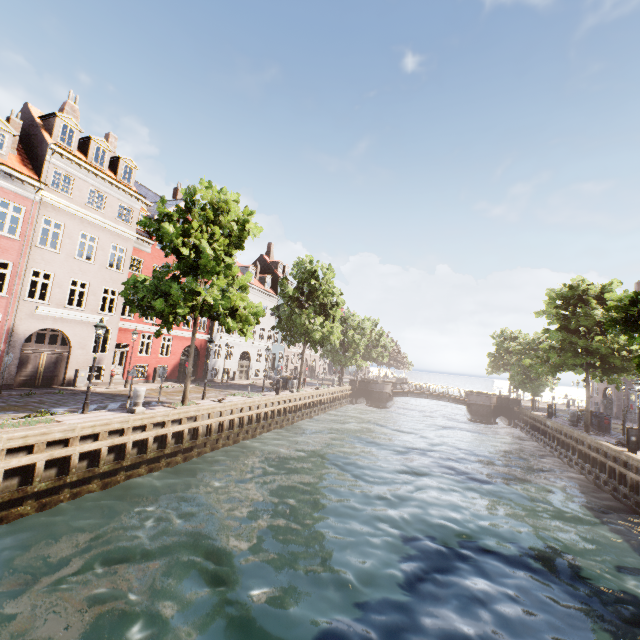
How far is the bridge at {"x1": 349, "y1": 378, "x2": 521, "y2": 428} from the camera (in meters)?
37.81

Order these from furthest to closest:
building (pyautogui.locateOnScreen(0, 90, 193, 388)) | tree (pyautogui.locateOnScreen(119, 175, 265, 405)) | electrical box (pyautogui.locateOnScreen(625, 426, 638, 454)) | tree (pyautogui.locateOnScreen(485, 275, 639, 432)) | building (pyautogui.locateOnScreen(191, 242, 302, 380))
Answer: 1. building (pyautogui.locateOnScreen(191, 242, 302, 380))
2. building (pyautogui.locateOnScreen(0, 90, 193, 388))
3. electrical box (pyautogui.locateOnScreen(625, 426, 638, 454))
4. tree (pyautogui.locateOnScreen(119, 175, 265, 405))
5. tree (pyautogui.locateOnScreen(485, 275, 639, 432))

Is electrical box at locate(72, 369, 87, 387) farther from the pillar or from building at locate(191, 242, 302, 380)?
building at locate(191, 242, 302, 380)

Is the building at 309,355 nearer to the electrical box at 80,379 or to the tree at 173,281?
the tree at 173,281

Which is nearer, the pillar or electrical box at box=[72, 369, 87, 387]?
the pillar

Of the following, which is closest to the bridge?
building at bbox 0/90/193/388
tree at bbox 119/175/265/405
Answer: tree at bbox 119/175/265/405

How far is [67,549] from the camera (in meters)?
8.29

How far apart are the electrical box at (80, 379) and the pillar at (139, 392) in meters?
8.1 m
